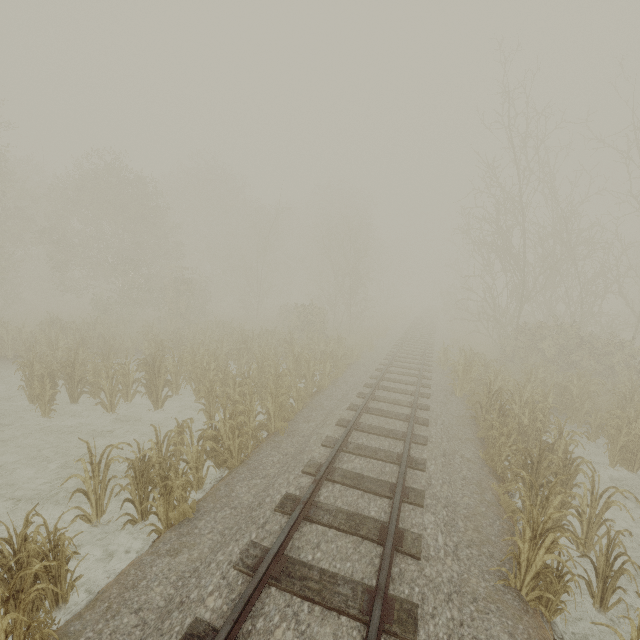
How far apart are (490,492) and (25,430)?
12.7m
